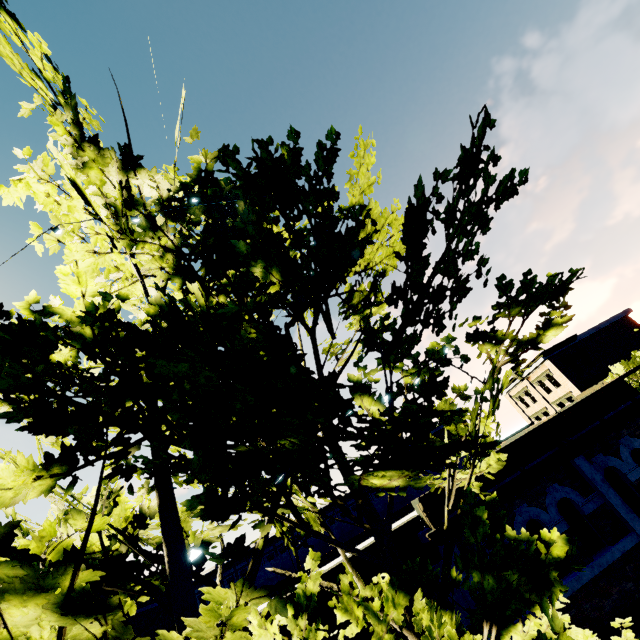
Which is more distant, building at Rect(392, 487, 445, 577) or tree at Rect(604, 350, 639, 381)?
Result: tree at Rect(604, 350, 639, 381)

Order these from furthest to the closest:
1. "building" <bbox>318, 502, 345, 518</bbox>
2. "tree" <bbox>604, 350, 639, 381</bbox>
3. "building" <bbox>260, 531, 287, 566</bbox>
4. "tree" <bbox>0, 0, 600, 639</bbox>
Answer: "building" <bbox>318, 502, 345, 518</bbox> → "building" <bbox>260, 531, 287, 566</bbox> → "tree" <bbox>604, 350, 639, 381</bbox> → "tree" <bbox>0, 0, 600, 639</bbox>

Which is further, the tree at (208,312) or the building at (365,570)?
the building at (365,570)

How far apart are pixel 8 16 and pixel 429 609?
8.0 meters

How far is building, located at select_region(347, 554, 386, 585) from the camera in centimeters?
728cm

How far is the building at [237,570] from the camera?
37.4 meters

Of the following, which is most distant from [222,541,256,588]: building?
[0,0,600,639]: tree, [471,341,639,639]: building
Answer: [0,0,600,639]: tree
